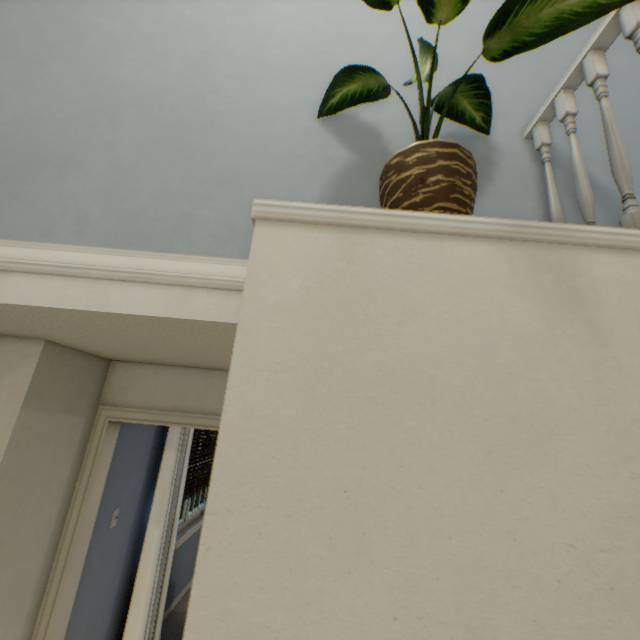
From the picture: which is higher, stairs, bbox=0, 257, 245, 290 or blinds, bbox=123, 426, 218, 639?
stairs, bbox=0, 257, 245, 290

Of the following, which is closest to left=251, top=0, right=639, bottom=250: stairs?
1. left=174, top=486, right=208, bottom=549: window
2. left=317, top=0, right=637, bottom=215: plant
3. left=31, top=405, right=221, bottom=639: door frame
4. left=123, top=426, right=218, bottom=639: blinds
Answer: left=317, top=0, right=637, bottom=215: plant

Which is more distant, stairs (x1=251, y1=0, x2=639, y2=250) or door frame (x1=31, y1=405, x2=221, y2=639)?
door frame (x1=31, y1=405, x2=221, y2=639)

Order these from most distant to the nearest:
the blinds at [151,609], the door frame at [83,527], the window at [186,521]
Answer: the window at [186,521] → the blinds at [151,609] → the door frame at [83,527]

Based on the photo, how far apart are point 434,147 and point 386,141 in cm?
65

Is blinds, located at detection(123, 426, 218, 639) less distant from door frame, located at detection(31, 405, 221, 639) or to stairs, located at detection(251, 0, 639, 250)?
door frame, located at detection(31, 405, 221, 639)

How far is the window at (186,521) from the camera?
3.8 meters

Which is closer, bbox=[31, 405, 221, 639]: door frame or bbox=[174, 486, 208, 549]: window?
bbox=[31, 405, 221, 639]: door frame
